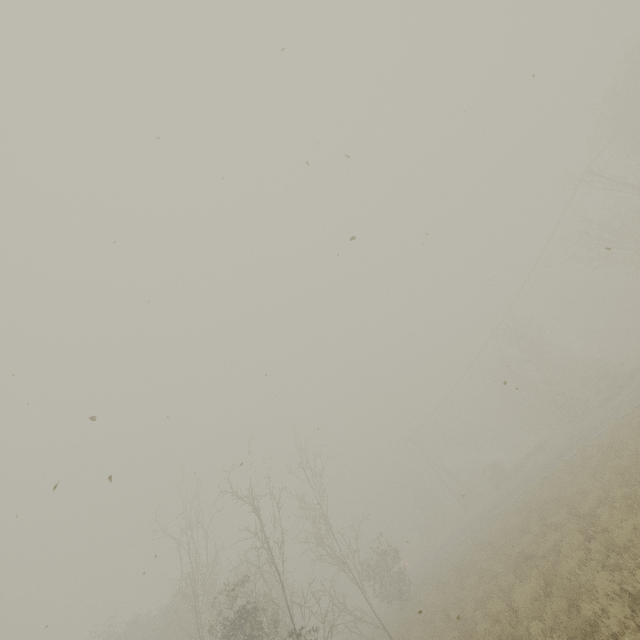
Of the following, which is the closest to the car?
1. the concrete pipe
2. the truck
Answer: the truck

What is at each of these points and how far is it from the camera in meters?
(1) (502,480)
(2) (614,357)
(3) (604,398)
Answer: (1) truck, 35.9 m
(2) concrete pipe, 45.2 m
(3) car, 25.5 m

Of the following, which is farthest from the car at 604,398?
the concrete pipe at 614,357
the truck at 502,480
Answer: the concrete pipe at 614,357

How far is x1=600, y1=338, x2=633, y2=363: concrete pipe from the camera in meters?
43.6 m

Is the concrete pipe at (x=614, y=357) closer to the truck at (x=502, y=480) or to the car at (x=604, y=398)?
the truck at (x=502, y=480)

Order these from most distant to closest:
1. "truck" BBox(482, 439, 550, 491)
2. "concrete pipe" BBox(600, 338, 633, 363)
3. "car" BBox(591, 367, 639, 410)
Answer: "concrete pipe" BBox(600, 338, 633, 363), "truck" BBox(482, 439, 550, 491), "car" BBox(591, 367, 639, 410)

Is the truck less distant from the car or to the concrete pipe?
the car
